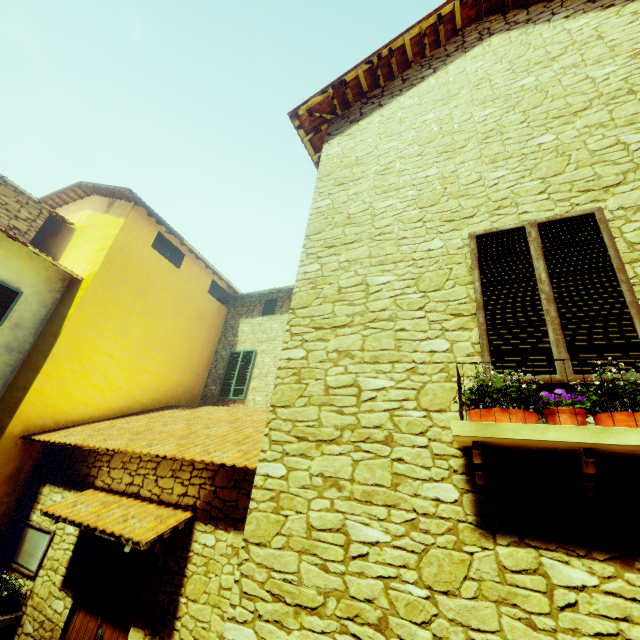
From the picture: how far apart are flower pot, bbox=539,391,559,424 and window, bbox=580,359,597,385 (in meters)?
0.20

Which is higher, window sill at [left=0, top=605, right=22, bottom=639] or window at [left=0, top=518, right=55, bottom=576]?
window at [left=0, top=518, right=55, bottom=576]

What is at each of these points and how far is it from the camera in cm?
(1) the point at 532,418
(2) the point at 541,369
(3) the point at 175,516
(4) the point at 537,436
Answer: (1) flower pot, 221
(2) window, 253
(3) door eaves, 437
(4) window sill, 205

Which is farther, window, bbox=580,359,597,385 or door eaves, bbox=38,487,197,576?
door eaves, bbox=38,487,197,576

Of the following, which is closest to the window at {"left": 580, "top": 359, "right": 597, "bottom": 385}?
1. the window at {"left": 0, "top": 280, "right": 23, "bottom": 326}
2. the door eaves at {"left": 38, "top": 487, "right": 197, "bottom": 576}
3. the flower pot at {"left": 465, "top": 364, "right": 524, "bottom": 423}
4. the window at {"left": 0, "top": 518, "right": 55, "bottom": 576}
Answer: the flower pot at {"left": 465, "top": 364, "right": 524, "bottom": 423}

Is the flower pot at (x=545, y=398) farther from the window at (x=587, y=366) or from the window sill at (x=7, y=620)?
the window sill at (x=7, y=620)

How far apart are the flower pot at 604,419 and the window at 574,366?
0.2 meters
